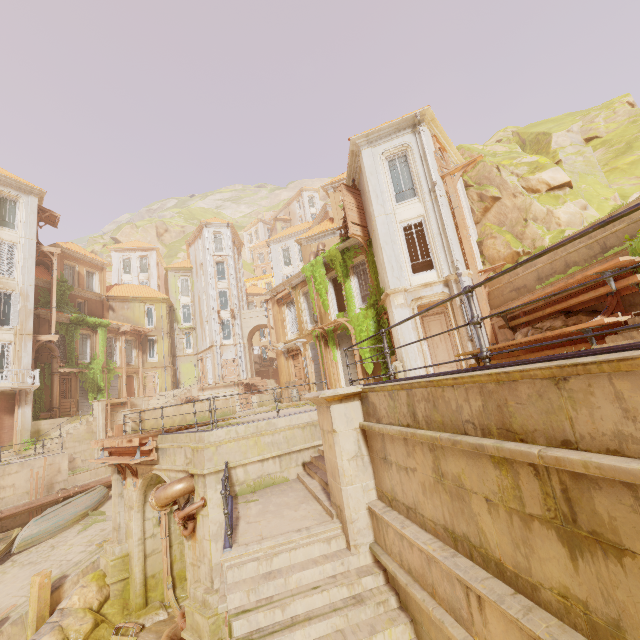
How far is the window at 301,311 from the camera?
23.34m

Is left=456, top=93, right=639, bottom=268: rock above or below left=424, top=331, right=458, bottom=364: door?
above

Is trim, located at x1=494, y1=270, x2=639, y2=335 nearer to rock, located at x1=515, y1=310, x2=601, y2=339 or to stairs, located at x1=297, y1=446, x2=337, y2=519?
rock, located at x1=515, y1=310, x2=601, y2=339

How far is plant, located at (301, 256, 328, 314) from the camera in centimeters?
2112cm

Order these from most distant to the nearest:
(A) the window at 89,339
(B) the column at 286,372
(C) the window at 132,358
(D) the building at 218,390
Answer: (C) the window at 132,358, (D) the building at 218,390, (A) the window at 89,339, (B) the column at 286,372

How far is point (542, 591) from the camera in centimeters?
282cm

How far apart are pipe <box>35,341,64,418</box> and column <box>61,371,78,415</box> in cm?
4

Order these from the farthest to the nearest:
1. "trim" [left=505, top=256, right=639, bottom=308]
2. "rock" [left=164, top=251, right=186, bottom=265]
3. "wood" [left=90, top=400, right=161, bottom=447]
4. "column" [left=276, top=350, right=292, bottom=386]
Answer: "rock" [left=164, top=251, right=186, bottom=265]
"column" [left=276, top=350, right=292, bottom=386]
"wood" [left=90, top=400, right=161, bottom=447]
"trim" [left=505, top=256, right=639, bottom=308]
